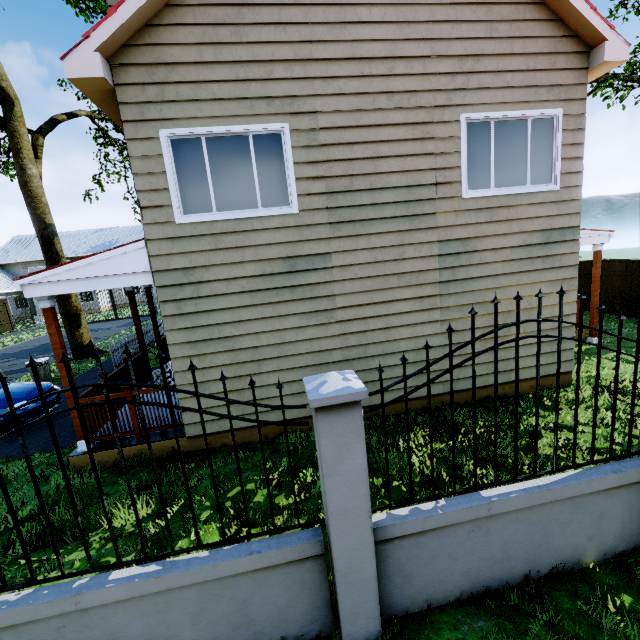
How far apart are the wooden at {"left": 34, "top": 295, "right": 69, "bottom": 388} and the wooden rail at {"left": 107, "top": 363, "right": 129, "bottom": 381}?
1.02m

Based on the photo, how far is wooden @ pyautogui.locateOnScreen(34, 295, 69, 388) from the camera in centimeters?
521cm

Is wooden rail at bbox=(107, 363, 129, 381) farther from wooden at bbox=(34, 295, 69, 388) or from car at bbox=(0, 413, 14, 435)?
car at bbox=(0, 413, 14, 435)

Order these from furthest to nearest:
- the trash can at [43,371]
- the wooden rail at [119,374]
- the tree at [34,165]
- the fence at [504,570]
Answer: the tree at [34,165]
the trash can at [43,371]
the wooden rail at [119,374]
the fence at [504,570]

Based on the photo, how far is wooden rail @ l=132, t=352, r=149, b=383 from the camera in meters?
8.1 m

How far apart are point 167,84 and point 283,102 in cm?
175

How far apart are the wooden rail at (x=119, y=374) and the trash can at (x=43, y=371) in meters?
6.3

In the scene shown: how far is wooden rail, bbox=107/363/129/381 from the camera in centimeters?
691cm
